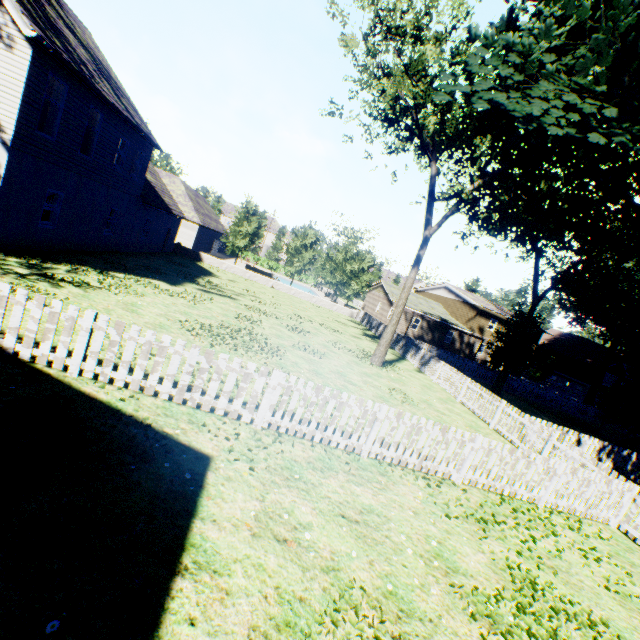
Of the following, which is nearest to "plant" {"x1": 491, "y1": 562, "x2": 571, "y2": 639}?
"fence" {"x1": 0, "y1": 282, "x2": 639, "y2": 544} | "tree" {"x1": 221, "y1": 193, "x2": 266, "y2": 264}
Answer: "fence" {"x1": 0, "y1": 282, "x2": 639, "y2": 544}

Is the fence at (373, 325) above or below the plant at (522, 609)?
above

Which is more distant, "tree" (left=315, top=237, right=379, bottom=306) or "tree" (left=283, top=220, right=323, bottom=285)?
"tree" (left=315, top=237, right=379, bottom=306)

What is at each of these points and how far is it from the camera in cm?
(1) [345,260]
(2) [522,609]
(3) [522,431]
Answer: (1) tree, 4497
(2) plant, 460
(3) fence, 1208

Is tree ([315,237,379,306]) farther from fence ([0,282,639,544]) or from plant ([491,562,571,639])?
plant ([491,562,571,639])

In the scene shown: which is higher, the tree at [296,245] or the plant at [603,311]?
the plant at [603,311]
